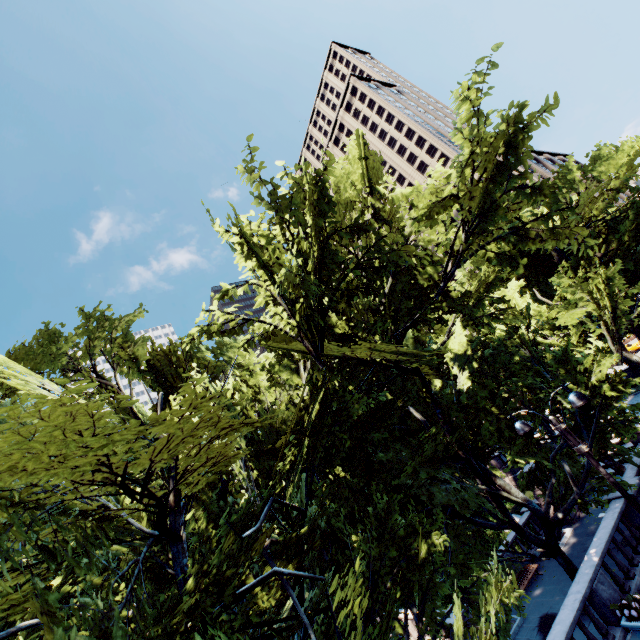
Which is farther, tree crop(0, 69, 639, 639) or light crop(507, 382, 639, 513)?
light crop(507, 382, 639, 513)

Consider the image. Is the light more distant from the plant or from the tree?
the plant

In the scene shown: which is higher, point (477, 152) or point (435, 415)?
point (477, 152)

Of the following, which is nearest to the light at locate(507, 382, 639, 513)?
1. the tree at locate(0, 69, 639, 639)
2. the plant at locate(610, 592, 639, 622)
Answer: the tree at locate(0, 69, 639, 639)

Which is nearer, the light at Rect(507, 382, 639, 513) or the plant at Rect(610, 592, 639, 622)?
the light at Rect(507, 382, 639, 513)

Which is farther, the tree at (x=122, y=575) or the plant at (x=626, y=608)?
the plant at (x=626, y=608)

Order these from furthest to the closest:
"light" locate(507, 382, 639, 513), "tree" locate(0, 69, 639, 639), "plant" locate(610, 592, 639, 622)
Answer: "plant" locate(610, 592, 639, 622) < "light" locate(507, 382, 639, 513) < "tree" locate(0, 69, 639, 639)

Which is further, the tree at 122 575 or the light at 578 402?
the light at 578 402
